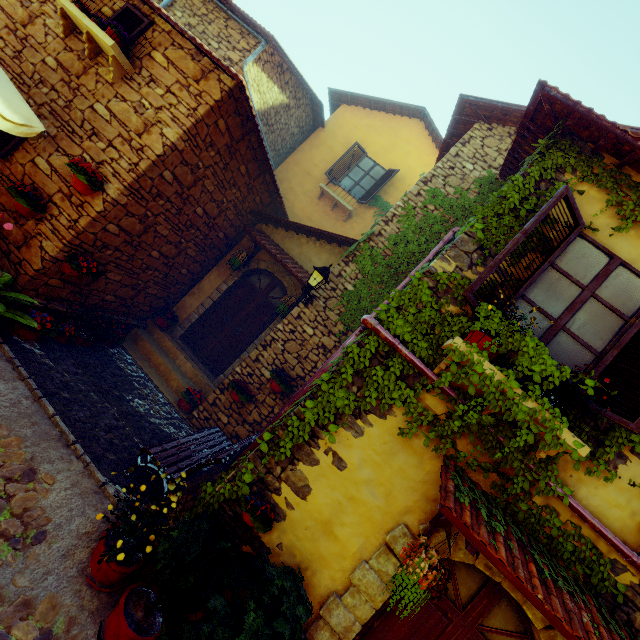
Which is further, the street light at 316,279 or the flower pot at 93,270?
the street light at 316,279

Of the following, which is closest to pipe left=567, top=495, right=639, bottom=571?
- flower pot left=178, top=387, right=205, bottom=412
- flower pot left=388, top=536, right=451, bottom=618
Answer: flower pot left=388, top=536, right=451, bottom=618

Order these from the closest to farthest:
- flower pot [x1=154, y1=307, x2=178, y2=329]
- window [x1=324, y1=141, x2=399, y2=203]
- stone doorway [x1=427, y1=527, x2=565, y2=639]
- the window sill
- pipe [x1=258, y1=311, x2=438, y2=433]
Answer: stone doorway [x1=427, y1=527, x2=565, y2=639] → pipe [x1=258, y1=311, x2=438, y2=433] → the window sill → flower pot [x1=154, y1=307, x2=178, y2=329] → window [x1=324, y1=141, x2=399, y2=203]

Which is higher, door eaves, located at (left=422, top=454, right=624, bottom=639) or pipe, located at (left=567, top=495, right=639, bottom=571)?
pipe, located at (left=567, top=495, right=639, bottom=571)

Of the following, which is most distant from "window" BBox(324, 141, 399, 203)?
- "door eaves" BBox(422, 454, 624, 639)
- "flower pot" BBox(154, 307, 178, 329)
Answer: "door eaves" BBox(422, 454, 624, 639)

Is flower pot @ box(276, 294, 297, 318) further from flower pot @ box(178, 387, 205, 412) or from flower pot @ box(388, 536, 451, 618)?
flower pot @ box(388, 536, 451, 618)

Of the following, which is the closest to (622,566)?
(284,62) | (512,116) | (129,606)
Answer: (129,606)

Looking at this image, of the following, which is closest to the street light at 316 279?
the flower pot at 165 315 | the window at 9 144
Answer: the flower pot at 165 315
